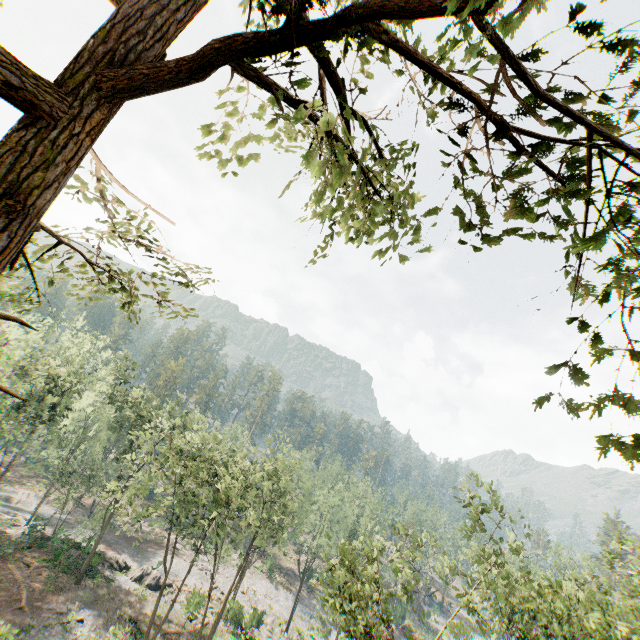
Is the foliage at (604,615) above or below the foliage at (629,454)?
below

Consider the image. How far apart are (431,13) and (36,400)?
49.4 meters

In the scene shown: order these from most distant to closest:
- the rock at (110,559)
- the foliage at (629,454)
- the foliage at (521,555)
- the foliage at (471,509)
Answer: the rock at (110,559) < the foliage at (471,509) < the foliage at (521,555) < the foliage at (629,454)

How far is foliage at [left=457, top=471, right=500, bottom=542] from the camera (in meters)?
19.50

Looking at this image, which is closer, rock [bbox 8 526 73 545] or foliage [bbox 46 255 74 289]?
foliage [bbox 46 255 74 289]

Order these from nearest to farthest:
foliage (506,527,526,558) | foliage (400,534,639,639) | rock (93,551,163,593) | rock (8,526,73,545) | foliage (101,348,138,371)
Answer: foliage (400,534,639,639)
foliage (506,527,526,558)
rock (8,526,73,545)
rock (93,551,163,593)
foliage (101,348,138,371)
